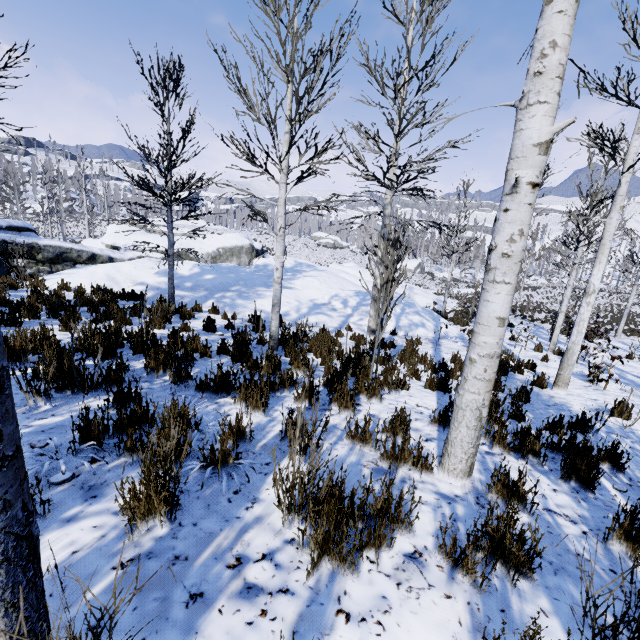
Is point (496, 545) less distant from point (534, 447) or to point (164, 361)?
point (534, 447)

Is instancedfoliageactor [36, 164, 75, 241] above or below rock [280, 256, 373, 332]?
above

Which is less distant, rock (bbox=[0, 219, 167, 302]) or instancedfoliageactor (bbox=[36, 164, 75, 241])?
rock (bbox=[0, 219, 167, 302])

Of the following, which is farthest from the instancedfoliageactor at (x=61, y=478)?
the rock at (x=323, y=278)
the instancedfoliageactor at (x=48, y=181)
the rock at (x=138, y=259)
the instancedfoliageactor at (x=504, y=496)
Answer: the instancedfoliageactor at (x=48, y=181)

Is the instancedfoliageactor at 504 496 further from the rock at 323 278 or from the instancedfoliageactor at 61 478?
the rock at 323 278

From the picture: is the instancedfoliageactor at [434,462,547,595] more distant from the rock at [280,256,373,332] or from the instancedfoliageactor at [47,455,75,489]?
the rock at [280,256,373,332]

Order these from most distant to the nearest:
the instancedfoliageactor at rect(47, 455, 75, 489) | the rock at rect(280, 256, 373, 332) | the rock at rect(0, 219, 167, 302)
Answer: the rock at rect(280, 256, 373, 332)
the rock at rect(0, 219, 167, 302)
the instancedfoliageactor at rect(47, 455, 75, 489)

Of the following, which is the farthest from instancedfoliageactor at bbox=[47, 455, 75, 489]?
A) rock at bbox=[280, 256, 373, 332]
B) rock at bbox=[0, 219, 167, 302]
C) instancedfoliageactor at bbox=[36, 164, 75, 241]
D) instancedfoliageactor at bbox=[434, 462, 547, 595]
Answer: instancedfoliageactor at bbox=[36, 164, 75, 241]
